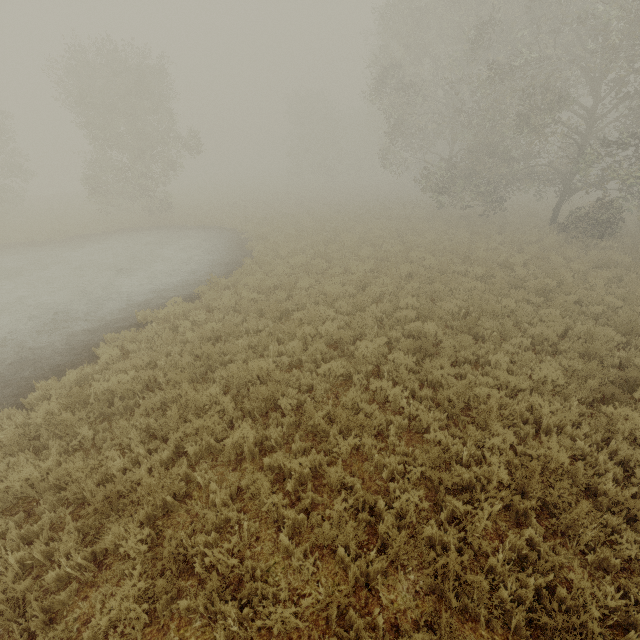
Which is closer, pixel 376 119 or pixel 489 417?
pixel 489 417
